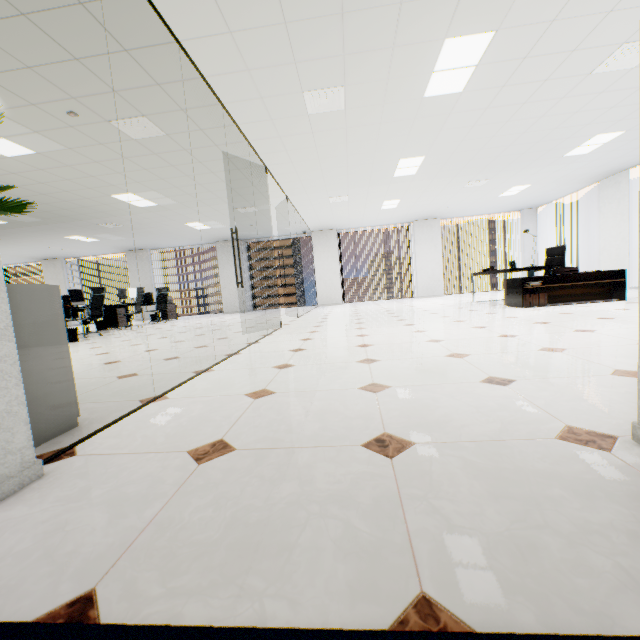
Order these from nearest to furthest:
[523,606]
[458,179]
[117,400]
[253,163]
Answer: [523,606] → [117,400] → [253,163] → [458,179]

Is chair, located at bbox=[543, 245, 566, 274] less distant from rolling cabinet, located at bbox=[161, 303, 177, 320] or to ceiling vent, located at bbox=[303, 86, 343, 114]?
ceiling vent, located at bbox=[303, 86, 343, 114]

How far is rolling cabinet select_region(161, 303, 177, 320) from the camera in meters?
11.8 m

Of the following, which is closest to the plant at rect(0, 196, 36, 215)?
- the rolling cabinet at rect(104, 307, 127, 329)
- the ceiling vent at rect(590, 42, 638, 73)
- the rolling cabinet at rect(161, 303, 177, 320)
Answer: the ceiling vent at rect(590, 42, 638, 73)

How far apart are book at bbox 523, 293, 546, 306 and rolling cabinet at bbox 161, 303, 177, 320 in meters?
11.0

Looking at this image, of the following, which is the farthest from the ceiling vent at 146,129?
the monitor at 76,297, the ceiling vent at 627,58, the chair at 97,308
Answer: the monitor at 76,297

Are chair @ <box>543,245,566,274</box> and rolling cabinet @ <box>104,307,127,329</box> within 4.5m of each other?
no

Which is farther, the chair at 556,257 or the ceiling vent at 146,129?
the chair at 556,257
